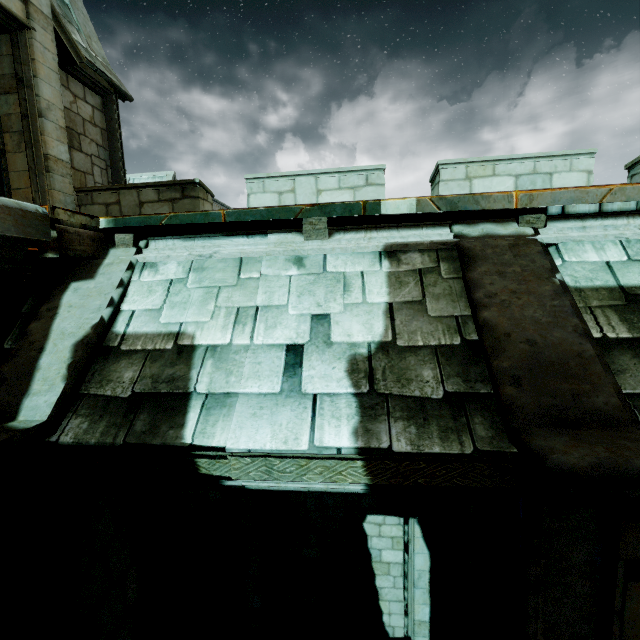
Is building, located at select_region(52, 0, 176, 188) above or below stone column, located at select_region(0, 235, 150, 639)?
above

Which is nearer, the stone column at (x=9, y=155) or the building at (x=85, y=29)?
the stone column at (x=9, y=155)

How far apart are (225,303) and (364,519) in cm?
590

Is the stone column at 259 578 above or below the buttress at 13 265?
below

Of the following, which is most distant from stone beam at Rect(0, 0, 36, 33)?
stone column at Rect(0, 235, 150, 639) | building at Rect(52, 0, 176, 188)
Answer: stone column at Rect(0, 235, 150, 639)

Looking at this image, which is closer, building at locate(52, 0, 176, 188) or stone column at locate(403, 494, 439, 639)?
stone column at locate(403, 494, 439, 639)

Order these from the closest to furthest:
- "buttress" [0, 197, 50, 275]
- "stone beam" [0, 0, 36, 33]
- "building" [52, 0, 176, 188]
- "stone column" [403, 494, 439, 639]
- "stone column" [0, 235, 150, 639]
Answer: "buttress" [0, 197, 50, 275], "stone column" [0, 235, 150, 639], "stone beam" [0, 0, 36, 33], "stone column" [403, 494, 439, 639], "building" [52, 0, 176, 188]

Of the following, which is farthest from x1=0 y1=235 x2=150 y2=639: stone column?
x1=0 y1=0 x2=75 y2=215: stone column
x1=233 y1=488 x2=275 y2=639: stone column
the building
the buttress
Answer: the building
